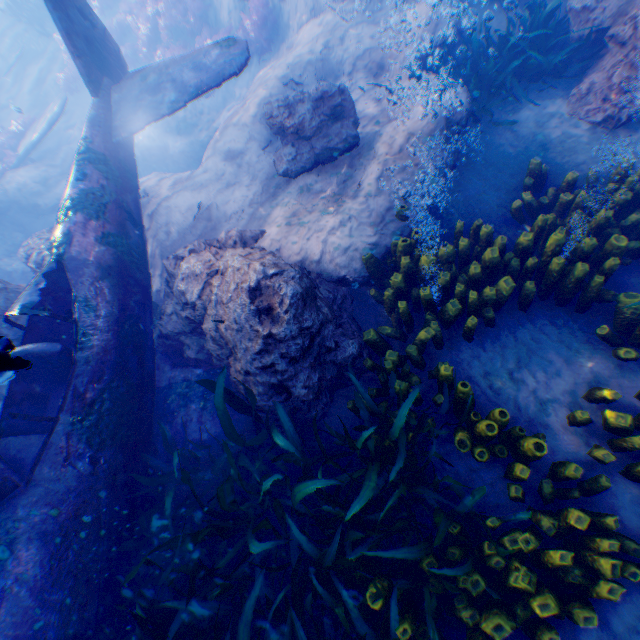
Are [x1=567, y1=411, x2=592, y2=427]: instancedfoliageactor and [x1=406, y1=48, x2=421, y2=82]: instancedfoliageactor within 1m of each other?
no

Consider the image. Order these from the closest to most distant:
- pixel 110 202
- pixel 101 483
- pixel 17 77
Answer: pixel 101 483 < pixel 110 202 < pixel 17 77

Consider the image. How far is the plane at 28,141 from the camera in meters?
11.3 m

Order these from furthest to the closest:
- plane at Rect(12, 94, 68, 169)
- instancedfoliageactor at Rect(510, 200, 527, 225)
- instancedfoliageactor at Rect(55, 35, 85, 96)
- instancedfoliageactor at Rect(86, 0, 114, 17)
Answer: instancedfoliageactor at Rect(86, 0, 114, 17), instancedfoliageactor at Rect(55, 35, 85, 96), plane at Rect(12, 94, 68, 169), instancedfoliageactor at Rect(510, 200, 527, 225)

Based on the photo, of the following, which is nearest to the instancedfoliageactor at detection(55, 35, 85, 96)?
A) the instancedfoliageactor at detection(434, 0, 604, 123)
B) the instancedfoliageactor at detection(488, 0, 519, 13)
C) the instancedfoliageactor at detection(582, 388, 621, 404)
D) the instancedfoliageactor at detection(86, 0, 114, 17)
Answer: the instancedfoliageactor at detection(86, 0, 114, 17)

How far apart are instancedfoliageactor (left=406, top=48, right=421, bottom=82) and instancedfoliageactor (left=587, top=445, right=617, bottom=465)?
6.1m

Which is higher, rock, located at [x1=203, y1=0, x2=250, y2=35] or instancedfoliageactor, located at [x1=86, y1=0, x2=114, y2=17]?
instancedfoliageactor, located at [x1=86, y1=0, x2=114, y2=17]

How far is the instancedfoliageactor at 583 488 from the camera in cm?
250
